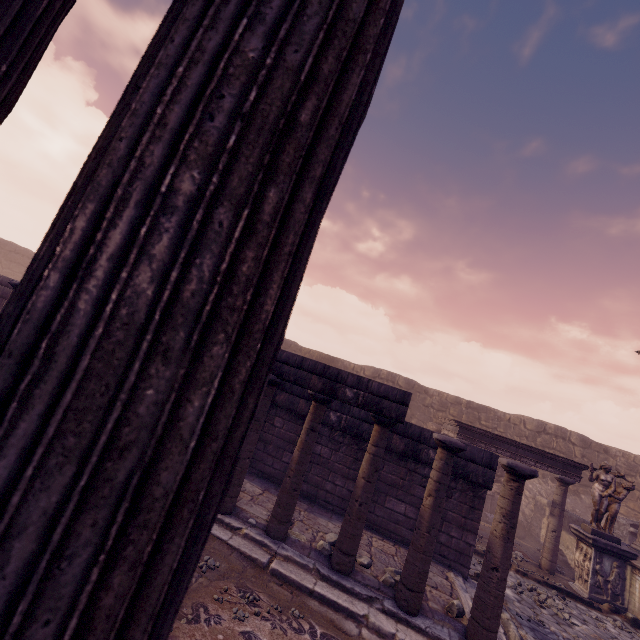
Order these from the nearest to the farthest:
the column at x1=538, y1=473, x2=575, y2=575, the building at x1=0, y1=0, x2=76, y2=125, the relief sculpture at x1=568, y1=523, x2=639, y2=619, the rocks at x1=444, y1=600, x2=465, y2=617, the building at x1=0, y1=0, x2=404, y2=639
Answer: the building at x1=0, y1=0, x2=404, y2=639, the building at x1=0, y1=0, x2=76, y2=125, the rocks at x1=444, y1=600, x2=465, y2=617, the relief sculpture at x1=568, y1=523, x2=639, y2=619, the column at x1=538, y1=473, x2=575, y2=575

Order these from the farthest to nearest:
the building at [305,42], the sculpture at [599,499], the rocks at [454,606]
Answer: the sculpture at [599,499], the rocks at [454,606], the building at [305,42]

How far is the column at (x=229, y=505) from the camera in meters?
5.8

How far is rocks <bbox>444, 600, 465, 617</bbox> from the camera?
5.07m

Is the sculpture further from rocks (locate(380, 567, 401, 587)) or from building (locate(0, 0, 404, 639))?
building (locate(0, 0, 404, 639))

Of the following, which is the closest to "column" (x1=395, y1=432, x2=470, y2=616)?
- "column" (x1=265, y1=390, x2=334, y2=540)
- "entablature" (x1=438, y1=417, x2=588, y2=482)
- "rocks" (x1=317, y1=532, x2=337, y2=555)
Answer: "rocks" (x1=317, y1=532, x2=337, y2=555)

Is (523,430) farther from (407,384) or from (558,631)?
(558,631)

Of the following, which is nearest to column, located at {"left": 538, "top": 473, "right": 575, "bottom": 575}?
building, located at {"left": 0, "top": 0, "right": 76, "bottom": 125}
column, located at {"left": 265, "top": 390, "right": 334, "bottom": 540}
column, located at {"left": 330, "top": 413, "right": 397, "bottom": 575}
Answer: Result: column, located at {"left": 330, "top": 413, "right": 397, "bottom": 575}
